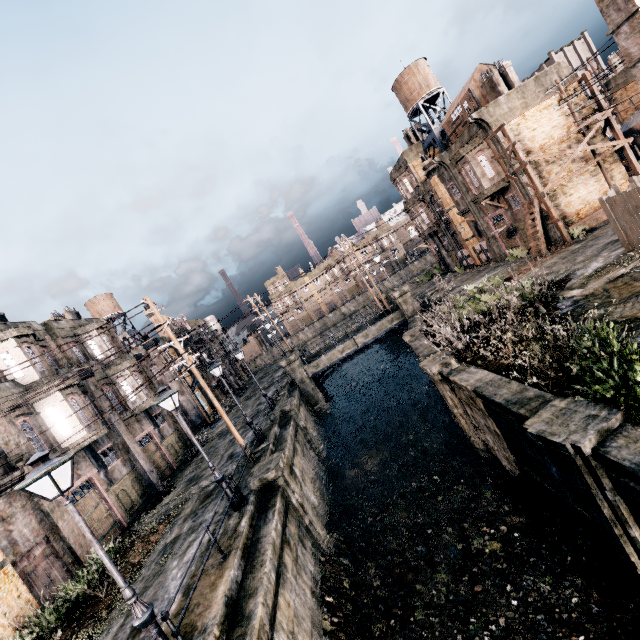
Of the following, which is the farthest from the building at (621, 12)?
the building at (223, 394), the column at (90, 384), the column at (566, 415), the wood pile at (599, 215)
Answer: the building at (223, 394)

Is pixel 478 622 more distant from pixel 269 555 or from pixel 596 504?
pixel 269 555

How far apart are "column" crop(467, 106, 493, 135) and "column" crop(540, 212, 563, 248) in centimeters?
709cm

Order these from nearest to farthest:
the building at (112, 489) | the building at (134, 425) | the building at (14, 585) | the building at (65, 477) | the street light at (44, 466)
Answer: the street light at (44, 466) < the building at (14, 585) < the building at (65, 477) < the building at (112, 489) < the building at (134, 425)

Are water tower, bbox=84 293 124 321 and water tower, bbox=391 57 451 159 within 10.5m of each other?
no

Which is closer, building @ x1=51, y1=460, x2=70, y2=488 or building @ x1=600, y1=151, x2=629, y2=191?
building @ x1=51, y1=460, x2=70, y2=488

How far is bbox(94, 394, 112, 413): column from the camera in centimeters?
2153cm

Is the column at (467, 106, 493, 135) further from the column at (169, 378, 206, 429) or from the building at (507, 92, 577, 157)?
the column at (169, 378, 206, 429)
